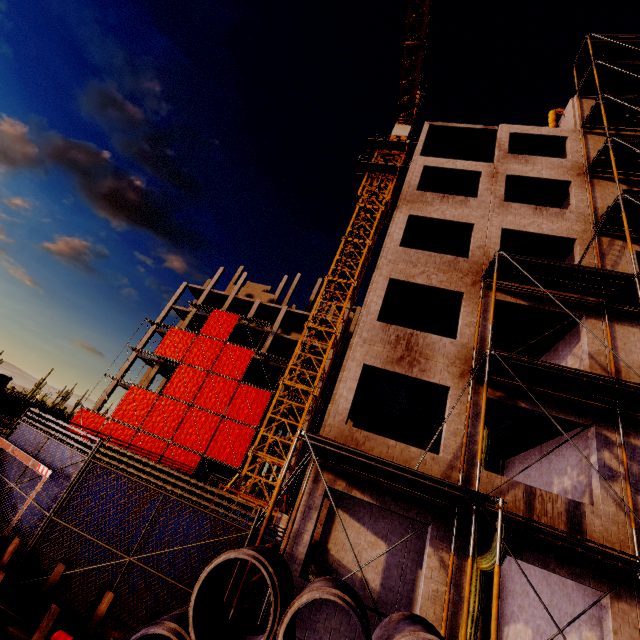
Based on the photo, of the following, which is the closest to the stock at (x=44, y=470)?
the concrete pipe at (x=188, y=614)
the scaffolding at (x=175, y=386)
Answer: the scaffolding at (x=175, y=386)

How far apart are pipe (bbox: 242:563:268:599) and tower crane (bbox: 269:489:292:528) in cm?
845

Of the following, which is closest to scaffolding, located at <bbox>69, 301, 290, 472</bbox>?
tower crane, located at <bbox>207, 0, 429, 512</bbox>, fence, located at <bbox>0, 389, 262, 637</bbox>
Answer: fence, located at <bbox>0, 389, 262, 637</bbox>

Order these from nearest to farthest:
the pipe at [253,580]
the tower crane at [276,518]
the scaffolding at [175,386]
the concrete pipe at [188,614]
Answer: the concrete pipe at [188,614]
the pipe at [253,580]
the tower crane at [276,518]
the scaffolding at [175,386]

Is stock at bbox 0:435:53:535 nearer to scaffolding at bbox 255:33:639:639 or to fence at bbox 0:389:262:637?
fence at bbox 0:389:262:637

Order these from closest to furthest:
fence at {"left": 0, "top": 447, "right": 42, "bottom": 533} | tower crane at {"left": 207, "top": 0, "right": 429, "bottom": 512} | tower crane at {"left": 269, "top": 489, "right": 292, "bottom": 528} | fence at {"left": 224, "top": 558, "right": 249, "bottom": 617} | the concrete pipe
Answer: the concrete pipe < fence at {"left": 224, "top": 558, "right": 249, "bottom": 617} < fence at {"left": 0, "top": 447, "right": 42, "bottom": 533} < tower crane at {"left": 269, "top": 489, "right": 292, "bottom": 528} < tower crane at {"left": 207, "top": 0, "right": 429, "bottom": 512}

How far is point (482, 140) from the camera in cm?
1912

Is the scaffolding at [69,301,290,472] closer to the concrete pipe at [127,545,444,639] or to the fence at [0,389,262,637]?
the fence at [0,389,262,637]
